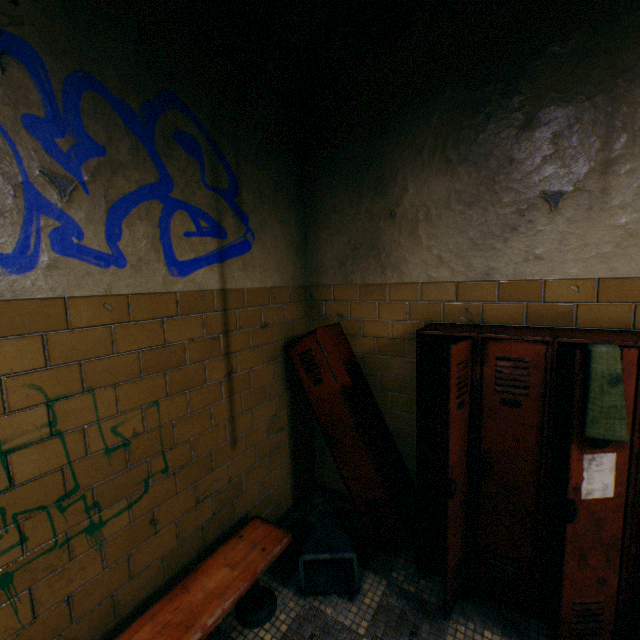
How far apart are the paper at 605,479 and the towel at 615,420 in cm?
10

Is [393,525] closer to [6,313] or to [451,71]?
[6,313]

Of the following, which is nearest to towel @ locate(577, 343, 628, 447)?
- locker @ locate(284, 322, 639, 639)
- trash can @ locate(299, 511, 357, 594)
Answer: locker @ locate(284, 322, 639, 639)

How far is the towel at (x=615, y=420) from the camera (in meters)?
1.42

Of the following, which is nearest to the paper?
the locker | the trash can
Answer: the locker

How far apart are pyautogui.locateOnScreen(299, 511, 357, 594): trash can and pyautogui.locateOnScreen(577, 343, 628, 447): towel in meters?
1.6

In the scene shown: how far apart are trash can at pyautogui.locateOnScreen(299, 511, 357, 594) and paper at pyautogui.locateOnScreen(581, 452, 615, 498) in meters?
1.4

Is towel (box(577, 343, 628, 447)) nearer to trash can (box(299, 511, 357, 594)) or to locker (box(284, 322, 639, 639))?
locker (box(284, 322, 639, 639))
